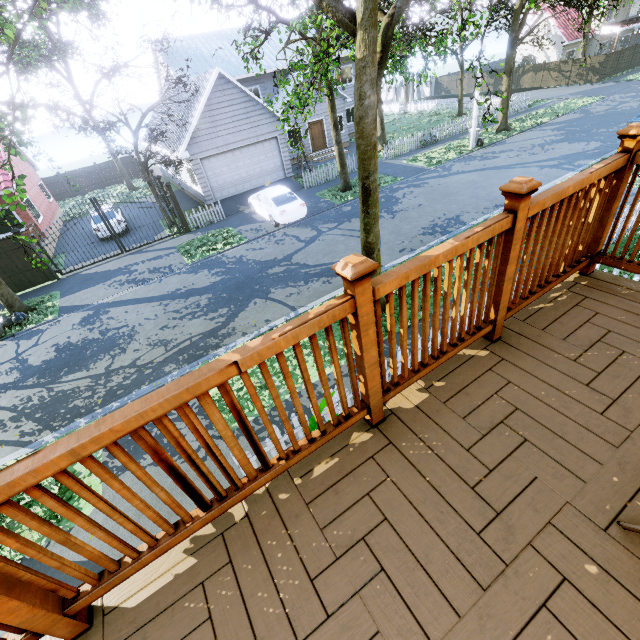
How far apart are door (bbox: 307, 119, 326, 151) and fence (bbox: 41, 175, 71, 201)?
24.9 meters

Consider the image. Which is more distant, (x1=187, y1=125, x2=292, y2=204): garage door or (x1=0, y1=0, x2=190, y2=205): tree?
(x1=187, y1=125, x2=292, y2=204): garage door

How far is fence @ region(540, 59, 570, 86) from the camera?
33.34m

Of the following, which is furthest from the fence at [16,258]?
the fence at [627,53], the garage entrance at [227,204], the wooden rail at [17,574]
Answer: the wooden rail at [17,574]

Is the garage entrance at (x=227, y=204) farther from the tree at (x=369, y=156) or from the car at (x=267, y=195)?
the tree at (x=369, y=156)

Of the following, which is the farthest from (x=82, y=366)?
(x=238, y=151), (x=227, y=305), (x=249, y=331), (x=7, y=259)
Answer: (x=238, y=151)

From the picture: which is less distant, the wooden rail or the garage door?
the wooden rail

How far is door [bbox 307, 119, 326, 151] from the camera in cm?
2558
